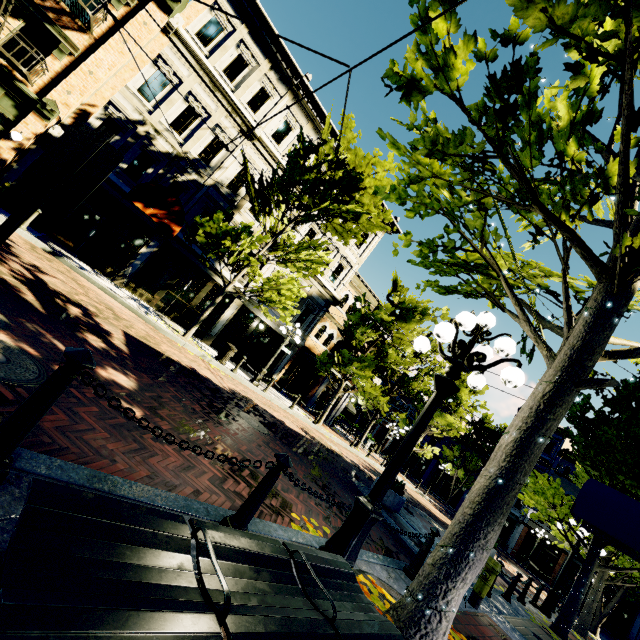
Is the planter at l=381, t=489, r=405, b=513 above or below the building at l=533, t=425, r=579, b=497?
below

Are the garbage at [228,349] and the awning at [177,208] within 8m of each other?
yes

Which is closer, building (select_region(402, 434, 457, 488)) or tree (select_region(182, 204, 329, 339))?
tree (select_region(182, 204, 329, 339))

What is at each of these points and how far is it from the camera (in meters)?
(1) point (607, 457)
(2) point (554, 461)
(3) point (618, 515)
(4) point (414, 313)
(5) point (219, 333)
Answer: (1) tree, 9.94
(2) building, 34.19
(3) awning, 7.98
(4) tree, 18.77
(5) building, 17.92

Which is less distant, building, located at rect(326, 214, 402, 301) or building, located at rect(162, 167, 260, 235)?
building, located at rect(162, 167, 260, 235)

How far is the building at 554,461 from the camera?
32.4 meters

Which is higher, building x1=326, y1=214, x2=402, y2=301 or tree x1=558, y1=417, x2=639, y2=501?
building x1=326, y1=214, x2=402, y2=301

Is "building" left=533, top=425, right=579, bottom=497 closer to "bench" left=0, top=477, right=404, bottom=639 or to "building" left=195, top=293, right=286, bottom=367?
"building" left=195, top=293, right=286, bottom=367
